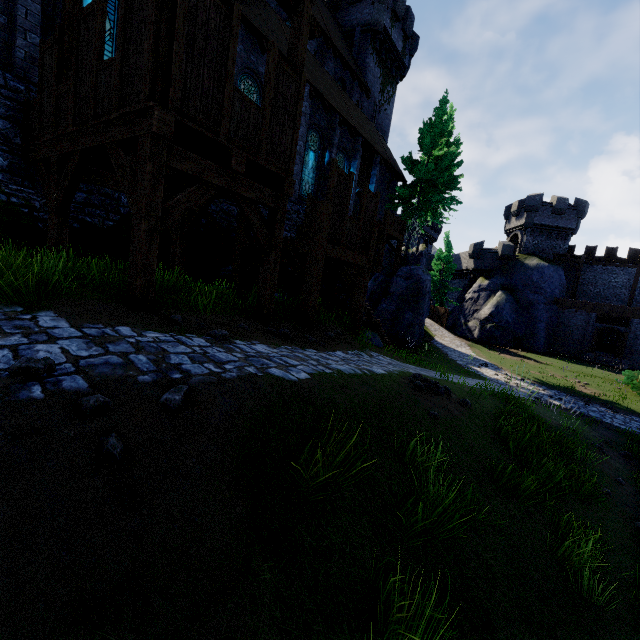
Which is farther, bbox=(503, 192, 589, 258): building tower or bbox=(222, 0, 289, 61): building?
bbox=(503, 192, 589, 258): building tower

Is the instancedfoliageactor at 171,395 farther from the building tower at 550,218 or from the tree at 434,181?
the building tower at 550,218

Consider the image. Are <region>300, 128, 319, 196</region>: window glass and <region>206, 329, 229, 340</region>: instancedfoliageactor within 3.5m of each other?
no

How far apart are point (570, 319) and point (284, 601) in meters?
40.7 m

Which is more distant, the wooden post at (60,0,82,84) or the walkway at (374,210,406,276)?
the walkway at (374,210,406,276)

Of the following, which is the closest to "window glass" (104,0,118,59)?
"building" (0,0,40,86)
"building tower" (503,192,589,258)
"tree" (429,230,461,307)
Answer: "building" (0,0,40,86)

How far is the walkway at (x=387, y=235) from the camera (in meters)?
20.67

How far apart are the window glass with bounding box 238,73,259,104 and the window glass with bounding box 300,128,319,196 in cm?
349
